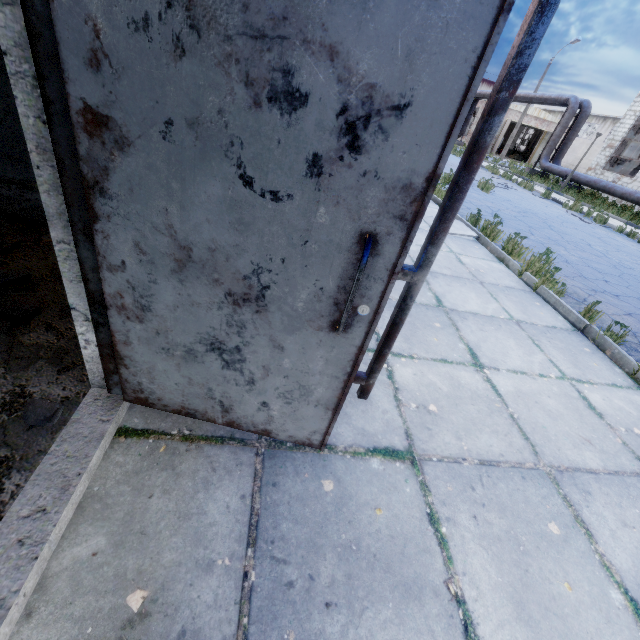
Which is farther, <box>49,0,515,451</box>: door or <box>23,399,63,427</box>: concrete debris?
<box>23,399,63,427</box>: concrete debris

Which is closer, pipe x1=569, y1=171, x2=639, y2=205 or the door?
the door

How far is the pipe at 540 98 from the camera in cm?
2180

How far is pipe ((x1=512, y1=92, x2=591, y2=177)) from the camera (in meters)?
21.80

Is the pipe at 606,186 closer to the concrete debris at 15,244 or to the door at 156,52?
the door at 156,52

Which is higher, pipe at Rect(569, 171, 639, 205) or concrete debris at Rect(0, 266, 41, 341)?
pipe at Rect(569, 171, 639, 205)

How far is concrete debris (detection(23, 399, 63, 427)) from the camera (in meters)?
1.59

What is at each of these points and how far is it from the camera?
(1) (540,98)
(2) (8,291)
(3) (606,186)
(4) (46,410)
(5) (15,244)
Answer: (1) pipe, 24.6 meters
(2) concrete debris, 2.3 meters
(3) pipe, 18.5 meters
(4) concrete debris, 1.6 meters
(5) concrete debris, 2.7 meters
